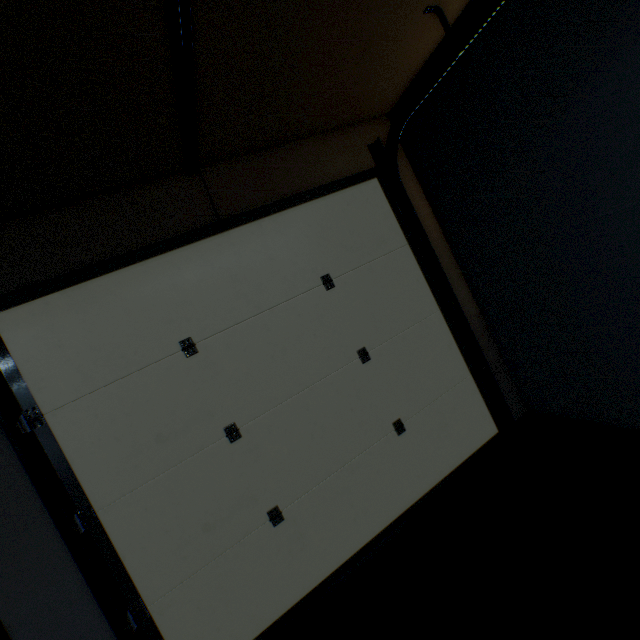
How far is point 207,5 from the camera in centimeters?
104cm
